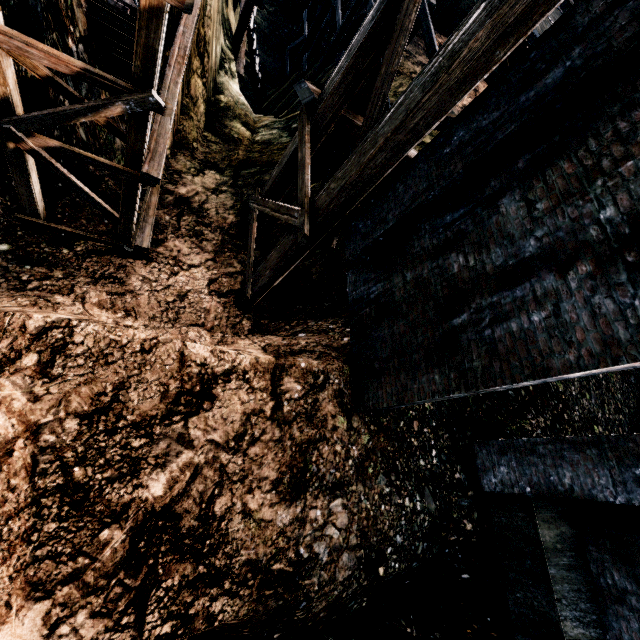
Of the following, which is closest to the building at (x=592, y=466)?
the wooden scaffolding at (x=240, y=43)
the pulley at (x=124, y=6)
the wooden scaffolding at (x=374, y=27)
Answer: the wooden scaffolding at (x=374, y=27)

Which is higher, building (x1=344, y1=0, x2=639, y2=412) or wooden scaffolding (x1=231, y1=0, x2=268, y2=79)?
building (x1=344, y1=0, x2=639, y2=412)

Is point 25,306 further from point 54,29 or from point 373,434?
point 373,434

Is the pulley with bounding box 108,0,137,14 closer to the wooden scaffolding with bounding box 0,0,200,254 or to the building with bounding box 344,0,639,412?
the wooden scaffolding with bounding box 0,0,200,254

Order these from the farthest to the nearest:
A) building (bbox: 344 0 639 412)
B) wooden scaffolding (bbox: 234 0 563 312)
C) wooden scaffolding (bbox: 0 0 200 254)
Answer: wooden scaffolding (bbox: 0 0 200 254) < wooden scaffolding (bbox: 234 0 563 312) < building (bbox: 344 0 639 412)

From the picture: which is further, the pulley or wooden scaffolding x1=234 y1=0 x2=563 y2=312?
the pulley

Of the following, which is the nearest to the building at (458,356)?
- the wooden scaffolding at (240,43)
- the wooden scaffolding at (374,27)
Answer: the wooden scaffolding at (374,27)

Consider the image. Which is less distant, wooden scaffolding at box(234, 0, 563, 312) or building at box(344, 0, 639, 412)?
building at box(344, 0, 639, 412)
